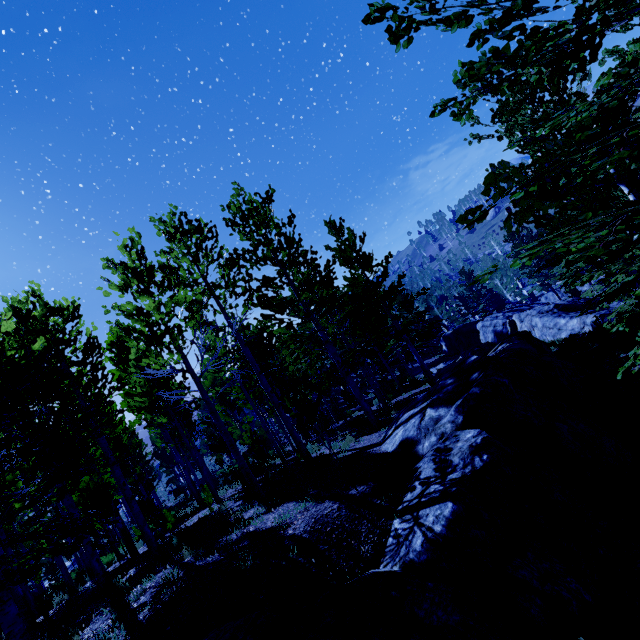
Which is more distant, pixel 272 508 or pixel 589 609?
pixel 272 508

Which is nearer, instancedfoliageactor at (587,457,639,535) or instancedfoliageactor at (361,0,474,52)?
instancedfoliageactor at (361,0,474,52)

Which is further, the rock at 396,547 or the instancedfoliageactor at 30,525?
the rock at 396,547

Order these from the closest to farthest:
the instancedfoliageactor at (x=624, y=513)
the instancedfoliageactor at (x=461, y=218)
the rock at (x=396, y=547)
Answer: the instancedfoliageactor at (x=461, y=218) < the rock at (x=396, y=547) < the instancedfoliageactor at (x=624, y=513)

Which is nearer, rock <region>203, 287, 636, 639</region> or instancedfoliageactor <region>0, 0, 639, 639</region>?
instancedfoliageactor <region>0, 0, 639, 639</region>

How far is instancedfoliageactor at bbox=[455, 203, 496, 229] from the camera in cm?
189

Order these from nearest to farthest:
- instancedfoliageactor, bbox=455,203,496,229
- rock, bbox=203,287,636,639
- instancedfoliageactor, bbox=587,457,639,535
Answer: instancedfoliageactor, bbox=455,203,496,229, rock, bbox=203,287,636,639, instancedfoliageactor, bbox=587,457,639,535
